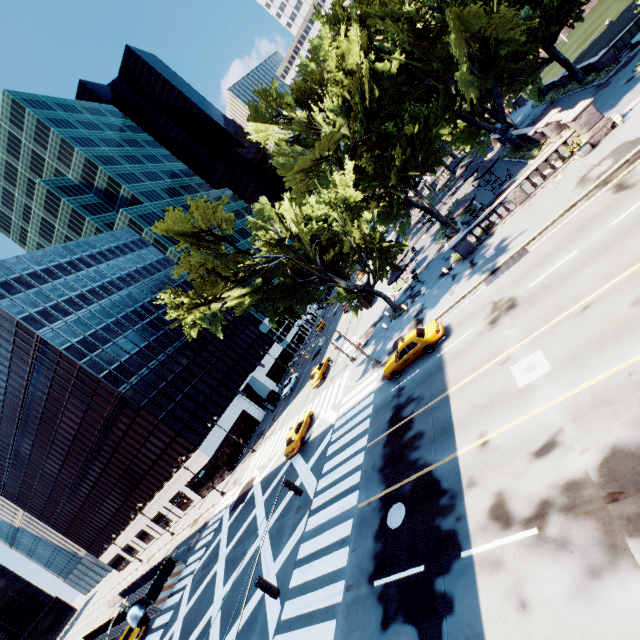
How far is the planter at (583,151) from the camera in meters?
20.4

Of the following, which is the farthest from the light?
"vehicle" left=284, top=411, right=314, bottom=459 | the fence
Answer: the fence

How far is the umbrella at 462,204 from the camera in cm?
2828

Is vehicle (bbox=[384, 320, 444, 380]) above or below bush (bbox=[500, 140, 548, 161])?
above

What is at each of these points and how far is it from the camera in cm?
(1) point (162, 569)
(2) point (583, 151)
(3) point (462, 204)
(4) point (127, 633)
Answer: (1) fence, 3356
(2) planter, 2061
(3) umbrella, 2869
(4) vehicle, 3072

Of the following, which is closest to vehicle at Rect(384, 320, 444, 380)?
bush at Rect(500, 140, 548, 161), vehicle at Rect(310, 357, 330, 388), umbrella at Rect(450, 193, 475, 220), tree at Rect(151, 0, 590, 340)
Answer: tree at Rect(151, 0, 590, 340)

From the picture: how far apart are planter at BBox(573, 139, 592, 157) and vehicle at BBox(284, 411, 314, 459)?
28.6m

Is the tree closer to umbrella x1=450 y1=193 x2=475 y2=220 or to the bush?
the bush
